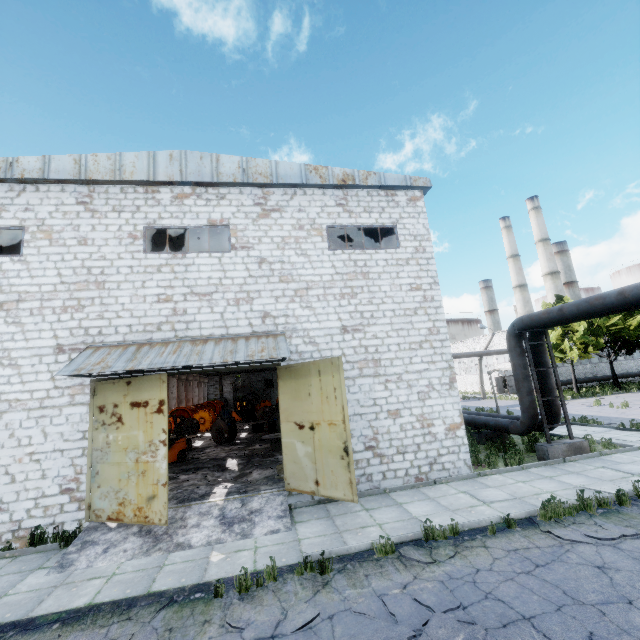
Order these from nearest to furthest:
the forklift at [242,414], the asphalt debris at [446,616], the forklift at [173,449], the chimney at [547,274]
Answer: the asphalt debris at [446,616], the forklift at [173,449], the forklift at [242,414], the chimney at [547,274]

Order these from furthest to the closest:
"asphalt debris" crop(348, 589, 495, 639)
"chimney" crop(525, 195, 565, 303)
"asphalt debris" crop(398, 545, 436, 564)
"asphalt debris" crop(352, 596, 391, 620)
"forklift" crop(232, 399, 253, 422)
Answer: "chimney" crop(525, 195, 565, 303) → "forklift" crop(232, 399, 253, 422) → "asphalt debris" crop(398, 545, 436, 564) → "asphalt debris" crop(352, 596, 391, 620) → "asphalt debris" crop(348, 589, 495, 639)

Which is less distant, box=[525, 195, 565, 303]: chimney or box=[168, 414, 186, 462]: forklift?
box=[168, 414, 186, 462]: forklift

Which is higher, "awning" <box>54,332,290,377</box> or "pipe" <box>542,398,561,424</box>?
"awning" <box>54,332,290,377</box>

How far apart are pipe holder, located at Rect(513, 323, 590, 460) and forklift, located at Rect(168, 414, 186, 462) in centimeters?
1538cm

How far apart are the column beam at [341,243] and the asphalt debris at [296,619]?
13.3m

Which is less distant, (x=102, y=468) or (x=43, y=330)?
(x=102, y=468)

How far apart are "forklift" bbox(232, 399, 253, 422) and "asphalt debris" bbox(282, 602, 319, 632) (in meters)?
28.50
